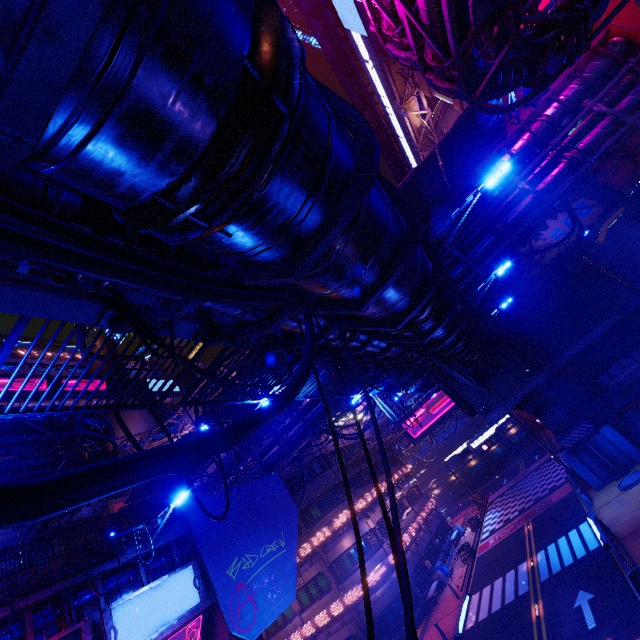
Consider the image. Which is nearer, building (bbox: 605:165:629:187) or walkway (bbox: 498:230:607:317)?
building (bbox: 605:165:629:187)

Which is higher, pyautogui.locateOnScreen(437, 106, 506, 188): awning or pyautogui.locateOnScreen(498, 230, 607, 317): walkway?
pyautogui.locateOnScreen(437, 106, 506, 188): awning

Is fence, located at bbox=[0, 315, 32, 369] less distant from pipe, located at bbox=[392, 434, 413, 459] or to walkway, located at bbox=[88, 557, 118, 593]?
walkway, located at bbox=[88, 557, 118, 593]

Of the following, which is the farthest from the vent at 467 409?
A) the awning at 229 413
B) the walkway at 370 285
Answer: the awning at 229 413

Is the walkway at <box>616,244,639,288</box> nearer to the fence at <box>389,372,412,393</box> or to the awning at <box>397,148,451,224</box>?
the fence at <box>389,372,412,393</box>

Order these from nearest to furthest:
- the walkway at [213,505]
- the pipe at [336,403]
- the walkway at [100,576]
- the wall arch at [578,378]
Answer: the walkway at [100,576] < the walkway at [213,505] < the pipe at [336,403] < the wall arch at [578,378]

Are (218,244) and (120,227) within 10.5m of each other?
yes

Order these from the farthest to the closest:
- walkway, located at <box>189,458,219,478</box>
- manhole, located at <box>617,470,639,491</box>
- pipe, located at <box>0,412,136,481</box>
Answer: walkway, located at <box>189,458,219,478</box>, manhole, located at <box>617,470,639,491</box>, pipe, located at <box>0,412,136,481</box>
